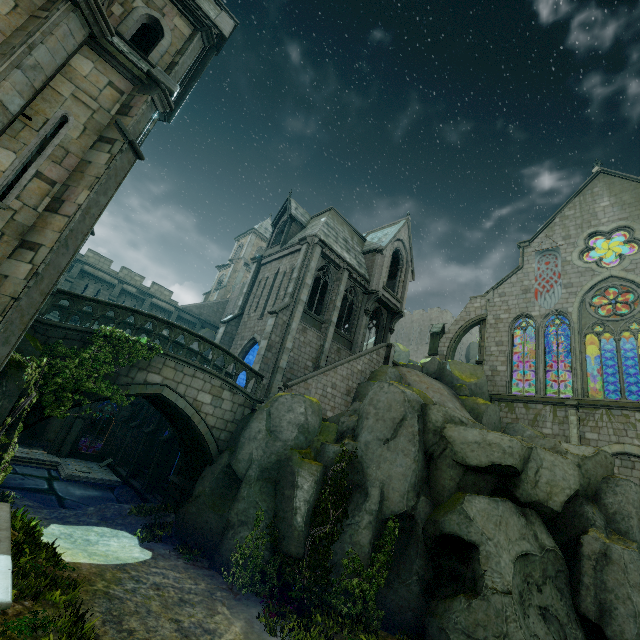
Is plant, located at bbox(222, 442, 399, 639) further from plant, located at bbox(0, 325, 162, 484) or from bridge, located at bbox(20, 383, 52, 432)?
plant, located at bbox(0, 325, 162, 484)

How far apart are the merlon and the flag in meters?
7.3

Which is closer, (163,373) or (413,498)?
(413,498)

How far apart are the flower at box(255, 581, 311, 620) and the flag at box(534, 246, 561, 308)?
25.6m

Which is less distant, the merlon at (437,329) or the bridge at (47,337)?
the bridge at (47,337)

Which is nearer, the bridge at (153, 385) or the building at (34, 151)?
the building at (34, 151)

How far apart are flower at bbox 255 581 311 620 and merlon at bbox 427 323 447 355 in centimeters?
2317cm

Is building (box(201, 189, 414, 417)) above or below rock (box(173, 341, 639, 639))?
above
